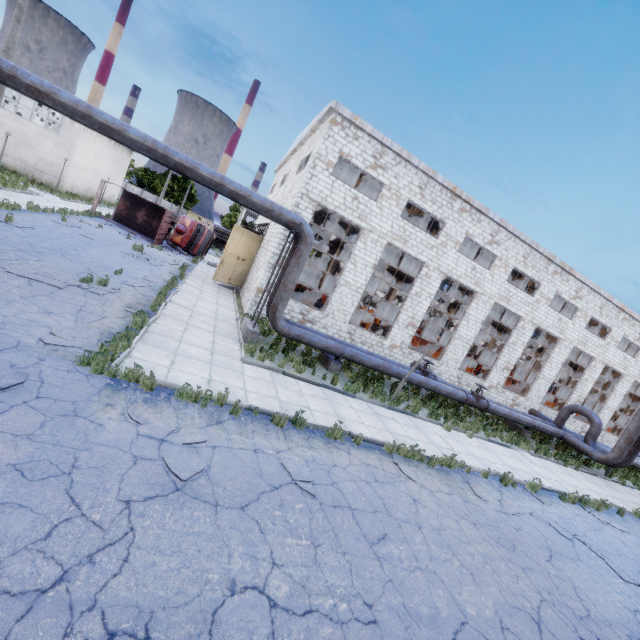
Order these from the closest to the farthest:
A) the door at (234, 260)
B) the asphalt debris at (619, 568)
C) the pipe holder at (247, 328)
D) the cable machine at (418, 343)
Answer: the asphalt debris at (619, 568) → the pipe holder at (247, 328) → the door at (234, 260) → the cable machine at (418, 343)

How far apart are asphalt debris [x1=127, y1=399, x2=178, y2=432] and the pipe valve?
14.5 meters

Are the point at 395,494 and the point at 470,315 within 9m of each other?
no

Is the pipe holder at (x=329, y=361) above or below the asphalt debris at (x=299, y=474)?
above

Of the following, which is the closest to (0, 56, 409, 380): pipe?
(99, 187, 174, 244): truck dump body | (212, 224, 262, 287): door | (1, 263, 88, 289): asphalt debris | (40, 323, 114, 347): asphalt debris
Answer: (1, 263, 88, 289): asphalt debris

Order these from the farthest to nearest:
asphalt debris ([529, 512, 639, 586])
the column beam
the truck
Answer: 1. the truck
2. the column beam
3. asphalt debris ([529, 512, 639, 586])

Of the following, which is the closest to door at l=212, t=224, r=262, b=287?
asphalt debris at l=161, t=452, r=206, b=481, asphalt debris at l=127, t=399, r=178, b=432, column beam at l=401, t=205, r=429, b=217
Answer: column beam at l=401, t=205, r=429, b=217

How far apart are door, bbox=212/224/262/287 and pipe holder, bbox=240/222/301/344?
7.69m
